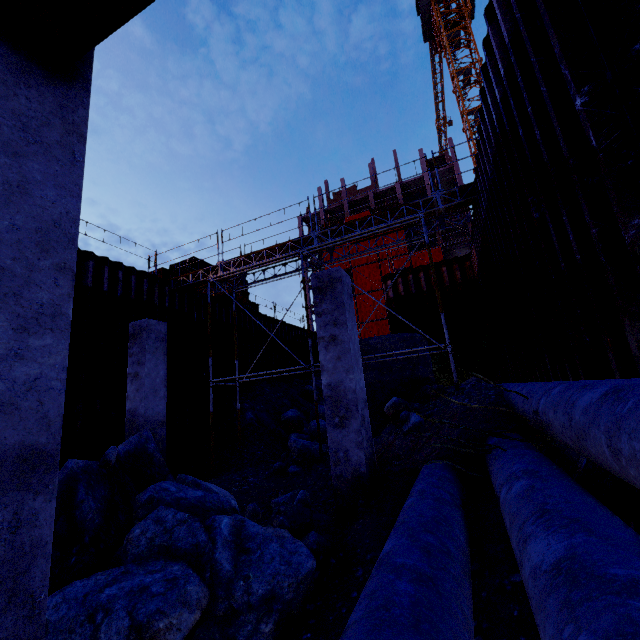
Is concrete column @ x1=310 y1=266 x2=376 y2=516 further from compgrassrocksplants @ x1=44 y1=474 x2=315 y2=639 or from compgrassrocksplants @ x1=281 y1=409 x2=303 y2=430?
compgrassrocksplants @ x1=281 y1=409 x2=303 y2=430

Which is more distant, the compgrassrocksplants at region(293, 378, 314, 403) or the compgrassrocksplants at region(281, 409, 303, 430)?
the compgrassrocksplants at region(293, 378, 314, 403)

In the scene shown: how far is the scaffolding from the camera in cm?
949

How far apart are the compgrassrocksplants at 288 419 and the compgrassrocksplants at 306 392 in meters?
2.6 m

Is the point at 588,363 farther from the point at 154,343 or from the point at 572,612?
the point at 154,343

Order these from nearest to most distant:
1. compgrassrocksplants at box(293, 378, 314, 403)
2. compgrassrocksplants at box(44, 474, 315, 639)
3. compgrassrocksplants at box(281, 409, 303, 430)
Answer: compgrassrocksplants at box(44, 474, 315, 639), compgrassrocksplants at box(281, 409, 303, 430), compgrassrocksplants at box(293, 378, 314, 403)

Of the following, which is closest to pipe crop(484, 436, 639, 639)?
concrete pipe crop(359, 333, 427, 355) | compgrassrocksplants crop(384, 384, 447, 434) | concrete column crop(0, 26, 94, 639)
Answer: concrete column crop(0, 26, 94, 639)

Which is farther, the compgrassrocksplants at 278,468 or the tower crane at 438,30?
the tower crane at 438,30
